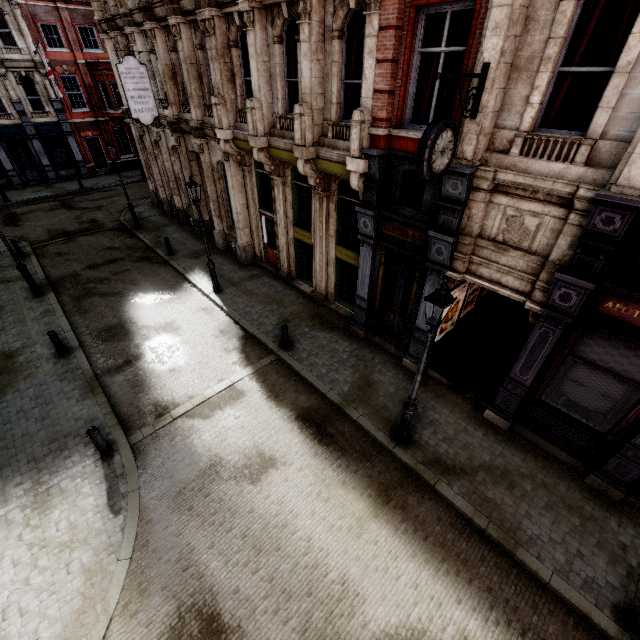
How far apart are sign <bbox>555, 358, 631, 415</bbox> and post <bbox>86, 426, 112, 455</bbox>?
11.16m

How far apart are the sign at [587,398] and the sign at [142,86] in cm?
1855

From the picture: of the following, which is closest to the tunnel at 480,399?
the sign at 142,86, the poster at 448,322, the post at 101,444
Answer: the poster at 448,322

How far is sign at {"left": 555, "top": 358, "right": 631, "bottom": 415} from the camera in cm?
677

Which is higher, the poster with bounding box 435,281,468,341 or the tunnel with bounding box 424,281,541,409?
the poster with bounding box 435,281,468,341

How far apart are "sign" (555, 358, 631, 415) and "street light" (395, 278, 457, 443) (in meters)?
3.28

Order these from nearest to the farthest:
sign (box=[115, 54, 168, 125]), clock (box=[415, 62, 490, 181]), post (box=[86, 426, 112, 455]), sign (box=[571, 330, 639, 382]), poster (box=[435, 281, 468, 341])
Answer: clock (box=[415, 62, 490, 181])
sign (box=[571, 330, 639, 382])
post (box=[86, 426, 112, 455])
poster (box=[435, 281, 468, 341])
sign (box=[115, 54, 168, 125])

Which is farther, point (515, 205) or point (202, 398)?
point (202, 398)
